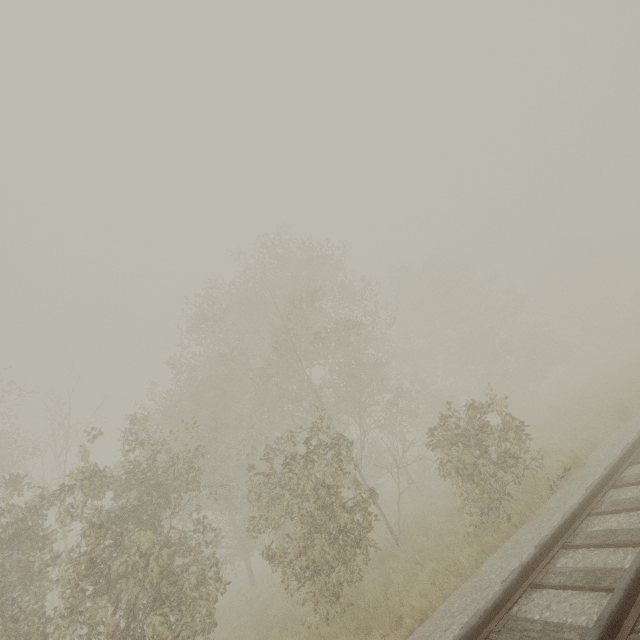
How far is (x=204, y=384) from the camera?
18.3 meters
